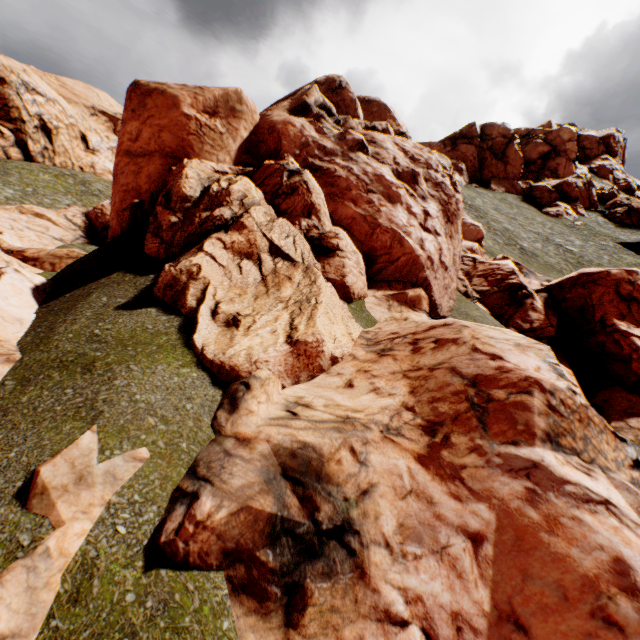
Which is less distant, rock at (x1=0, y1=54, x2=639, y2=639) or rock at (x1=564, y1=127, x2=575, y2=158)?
rock at (x1=0, y1=54, x2=639, y2=639)

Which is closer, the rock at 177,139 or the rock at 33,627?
the rock at 33,627

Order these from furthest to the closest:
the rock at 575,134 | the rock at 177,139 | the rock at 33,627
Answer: the rock at 575,134 < the rock at 177,139 < the rock at 33,627

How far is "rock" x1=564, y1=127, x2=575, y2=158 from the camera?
59.2m

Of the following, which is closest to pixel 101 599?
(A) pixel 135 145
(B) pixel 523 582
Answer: (B) pixel 523 582

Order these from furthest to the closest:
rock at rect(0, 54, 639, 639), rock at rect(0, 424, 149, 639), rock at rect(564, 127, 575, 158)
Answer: rock at rect(564, 127, 575, 158)
rock at rect(0, 54, 639, 639)
rock at rect(0, 424, 149, 639)
